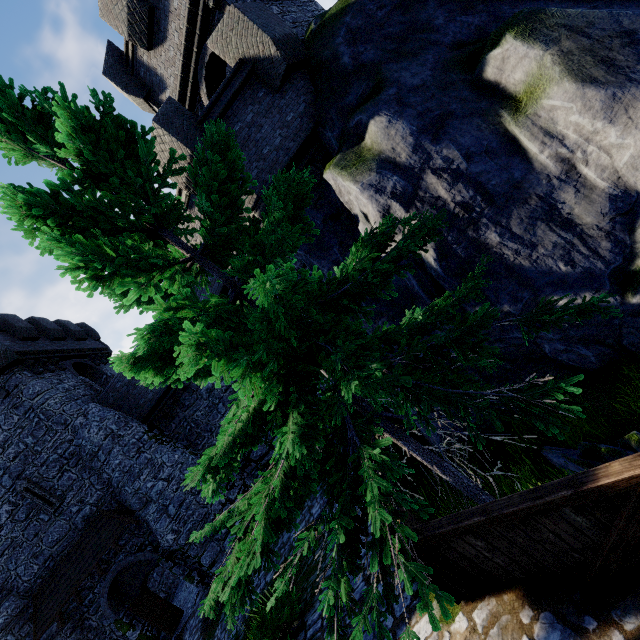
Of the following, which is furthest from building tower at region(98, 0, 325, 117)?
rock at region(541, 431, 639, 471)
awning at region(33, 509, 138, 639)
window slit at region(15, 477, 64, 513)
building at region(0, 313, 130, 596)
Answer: window slit at region(15, 477, 64, 513)

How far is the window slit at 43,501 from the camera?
14.58m

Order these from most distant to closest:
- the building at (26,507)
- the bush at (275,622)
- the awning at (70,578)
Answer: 1. the building at (26,507)
2. the awning at (70,578)
3. the bush at (275,622)

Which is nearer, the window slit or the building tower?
the building tower

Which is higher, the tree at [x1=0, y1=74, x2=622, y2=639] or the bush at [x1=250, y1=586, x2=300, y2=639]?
the tree at [x1=0, y1=74, x2=622, y2=639]

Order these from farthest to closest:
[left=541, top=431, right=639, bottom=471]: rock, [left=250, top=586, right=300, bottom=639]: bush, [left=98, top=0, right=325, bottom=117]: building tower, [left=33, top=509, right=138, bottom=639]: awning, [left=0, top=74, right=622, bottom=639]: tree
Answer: [left=33, top=509, right=138, bottom=639]: awning, [left=98, top=0, right=325, bottom=117]: building tower, [left=250, top=586, right=300, bottom=639]: bush, [left=541, top=431, right=639, bottom=471]: rock, [left=0, top=74, right=622, bottom=639]: tree

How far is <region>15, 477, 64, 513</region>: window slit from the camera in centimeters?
1458cm

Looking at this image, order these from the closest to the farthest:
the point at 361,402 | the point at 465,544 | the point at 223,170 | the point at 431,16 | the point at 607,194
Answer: the point at 465,544
the point at 223,170
the point at 361,402
the point at 607,194
the point at 431,16
